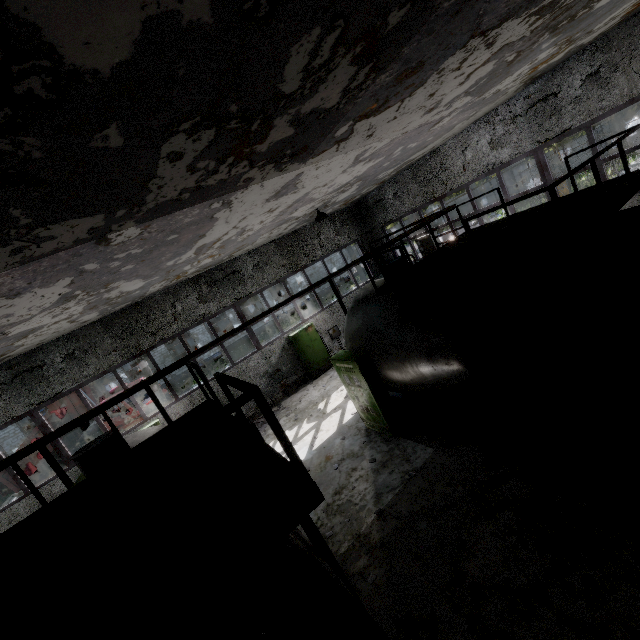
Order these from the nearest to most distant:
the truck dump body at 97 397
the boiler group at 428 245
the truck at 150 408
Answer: the boiler group at 428 245
the truck at 150 408
the truck dump body at 97 397

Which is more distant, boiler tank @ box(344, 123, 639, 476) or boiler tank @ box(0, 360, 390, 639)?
boiler tank @ box(344, 123, 639, 476)

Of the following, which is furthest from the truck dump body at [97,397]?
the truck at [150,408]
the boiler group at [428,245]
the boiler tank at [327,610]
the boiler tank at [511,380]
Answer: the boiler group at [428,245]

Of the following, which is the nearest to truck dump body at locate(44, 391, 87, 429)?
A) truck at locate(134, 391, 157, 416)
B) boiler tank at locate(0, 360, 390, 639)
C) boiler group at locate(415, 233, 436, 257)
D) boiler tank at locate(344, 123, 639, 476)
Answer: truck at locate(134, 391, 157, 416)

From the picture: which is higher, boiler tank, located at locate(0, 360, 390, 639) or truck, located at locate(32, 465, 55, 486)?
boiler tank, located at locate(0, 360, 390, 639)

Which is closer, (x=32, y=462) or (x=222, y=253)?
(x=222, y=253)

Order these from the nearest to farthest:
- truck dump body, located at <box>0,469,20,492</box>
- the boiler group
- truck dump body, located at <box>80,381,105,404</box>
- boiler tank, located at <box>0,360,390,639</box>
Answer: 1. boiler tank, located at <box>0,360,390,639</box>
2. the boiler group
3. truck dump body, located at <box>0,469,20,492</box>
4. truck dump body, located at <box>80,381,105,404</box>
